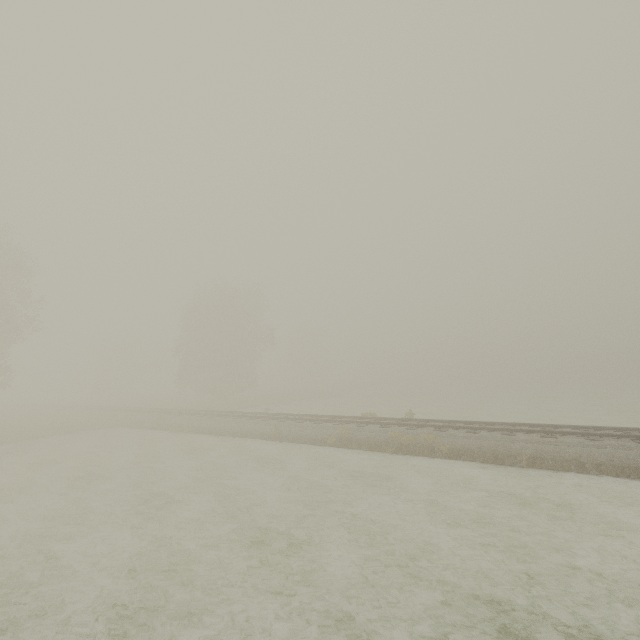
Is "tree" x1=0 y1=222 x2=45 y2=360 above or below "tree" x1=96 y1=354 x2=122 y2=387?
above

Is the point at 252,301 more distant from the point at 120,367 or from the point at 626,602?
the point at 626,602

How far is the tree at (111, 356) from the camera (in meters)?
58.03

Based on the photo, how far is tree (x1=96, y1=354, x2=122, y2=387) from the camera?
58.0m

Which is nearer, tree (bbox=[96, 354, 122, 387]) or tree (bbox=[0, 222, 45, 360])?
tree (bbox=[0, 222, 45, 360])

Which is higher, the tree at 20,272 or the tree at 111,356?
the tree at 20,272
